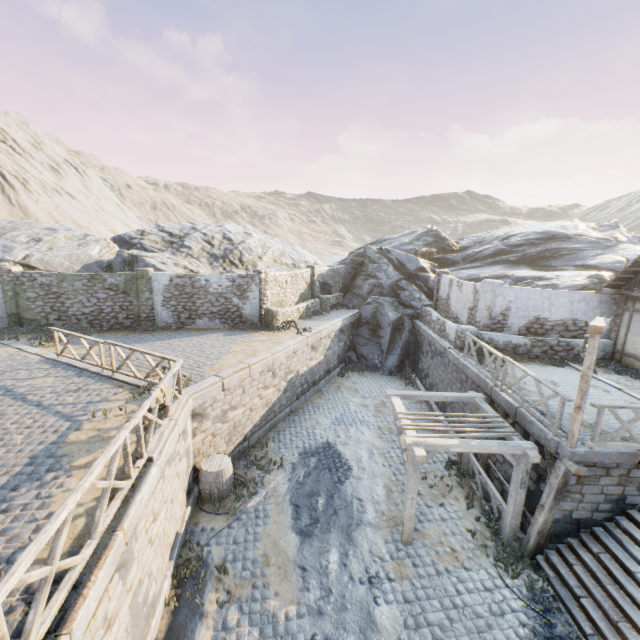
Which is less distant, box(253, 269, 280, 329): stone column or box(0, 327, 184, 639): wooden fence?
box(0, 327, 184, 639): wooden fence

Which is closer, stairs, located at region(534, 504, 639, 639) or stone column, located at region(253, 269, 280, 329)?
stairs, located at region(534, 504, 639, 639)

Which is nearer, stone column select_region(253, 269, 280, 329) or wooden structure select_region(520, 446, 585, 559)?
wooden structure select_region(520, 446, 585, 559)

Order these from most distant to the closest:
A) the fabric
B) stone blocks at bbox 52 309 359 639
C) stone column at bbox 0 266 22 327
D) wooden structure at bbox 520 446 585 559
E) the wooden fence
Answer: stone column at bbox 0 266 22 327, wooden structure at bbox 520 446 585 559, the fabric, stone blocks at bbox 52 309 359 639, the wooden fence

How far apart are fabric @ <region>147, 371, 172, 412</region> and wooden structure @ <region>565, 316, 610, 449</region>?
9.5m

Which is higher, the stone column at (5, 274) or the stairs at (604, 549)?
the stone column at (5, 274)

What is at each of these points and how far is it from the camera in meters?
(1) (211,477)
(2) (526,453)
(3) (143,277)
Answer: (1) barrel, 9.7 m
(2) awning, 7.8 m
(3) stone column, 16.5 m

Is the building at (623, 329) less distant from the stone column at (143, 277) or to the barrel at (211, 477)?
the barrel at (211, 477)
